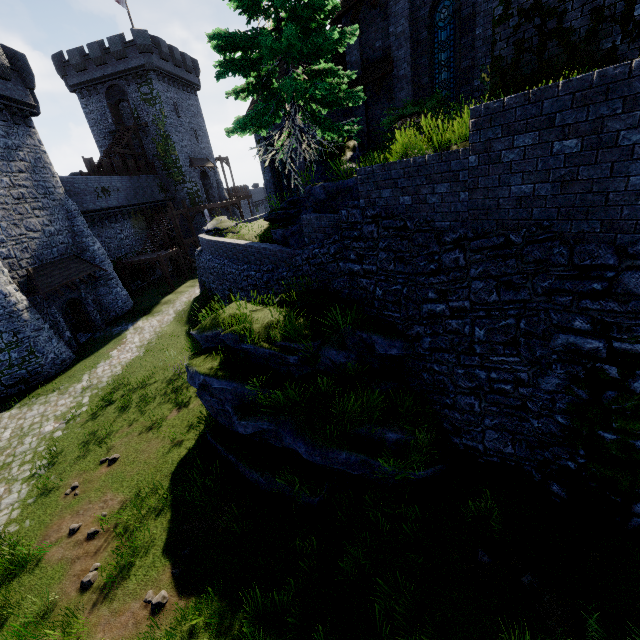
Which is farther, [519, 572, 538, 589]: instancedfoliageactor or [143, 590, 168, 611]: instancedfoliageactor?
A: [143, 590, 168, 611]: instancedfoliageactor

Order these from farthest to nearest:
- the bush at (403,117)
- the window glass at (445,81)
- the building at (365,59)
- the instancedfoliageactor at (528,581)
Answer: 1. the building at (365,59)
2. the window glass at (445,81)
3. the bush at (403,117)
4. the instancedfoliageactor at (528,581)

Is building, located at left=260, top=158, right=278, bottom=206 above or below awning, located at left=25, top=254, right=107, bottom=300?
above

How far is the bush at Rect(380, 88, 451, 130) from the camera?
10.7 meters

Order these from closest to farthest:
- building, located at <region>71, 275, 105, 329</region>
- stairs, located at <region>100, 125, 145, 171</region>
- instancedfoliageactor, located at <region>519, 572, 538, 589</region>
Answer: instancedfoliageactor, located at <region>519, 572, 538, 589</region> → building, located at <region>71, 275, 105, 329</region> → stairs, located at <region>100, 125, 145, 171</region>

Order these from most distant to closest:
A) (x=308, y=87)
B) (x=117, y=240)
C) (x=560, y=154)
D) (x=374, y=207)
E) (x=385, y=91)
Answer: (x=117, y=240), (x=385, y=91), (x=308, y=87), (x=374, y=207), (x=560, y=154)

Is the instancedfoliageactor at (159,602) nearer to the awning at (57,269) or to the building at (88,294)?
the building at (88,294)

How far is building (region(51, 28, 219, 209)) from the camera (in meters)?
33.19
